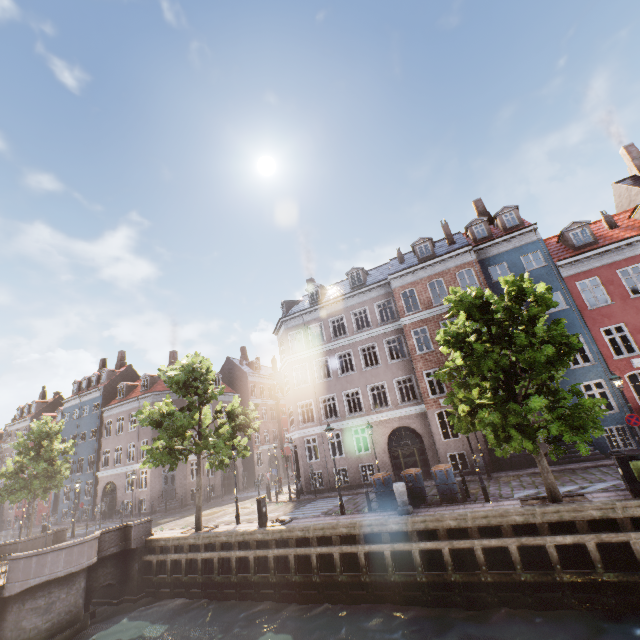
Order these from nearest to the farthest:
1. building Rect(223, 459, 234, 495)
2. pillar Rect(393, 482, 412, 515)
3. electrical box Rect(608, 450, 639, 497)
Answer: electrical box Rect(608, 450, 639, 497) → pillar Rect(393, 482, 412, 515) → building Rect(223, 459, 234, 495)

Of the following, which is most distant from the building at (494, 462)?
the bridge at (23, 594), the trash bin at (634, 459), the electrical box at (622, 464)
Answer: the bridge at (23, 594)

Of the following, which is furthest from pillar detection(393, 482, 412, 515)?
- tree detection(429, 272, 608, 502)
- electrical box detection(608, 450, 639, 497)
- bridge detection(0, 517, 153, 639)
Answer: bridge detection(0, 517, 153, 639)

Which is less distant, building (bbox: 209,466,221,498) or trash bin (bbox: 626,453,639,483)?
trash bin (bbox: 626,453,639,483)

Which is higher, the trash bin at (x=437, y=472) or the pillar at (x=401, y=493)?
the trash bin at (x=437, y=472)

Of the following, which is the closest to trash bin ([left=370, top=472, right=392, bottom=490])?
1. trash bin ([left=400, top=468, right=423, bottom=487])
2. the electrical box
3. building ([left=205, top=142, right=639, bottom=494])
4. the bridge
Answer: trash bin ([left=400, top=468, right=423, bottom=487])

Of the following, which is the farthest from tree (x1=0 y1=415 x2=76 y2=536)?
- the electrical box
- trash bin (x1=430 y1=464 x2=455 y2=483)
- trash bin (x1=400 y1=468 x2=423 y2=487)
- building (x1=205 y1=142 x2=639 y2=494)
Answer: building (x1=205 y1=142 x2=639 y2=494)

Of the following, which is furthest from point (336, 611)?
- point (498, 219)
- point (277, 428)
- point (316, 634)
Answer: point (277, 428)
